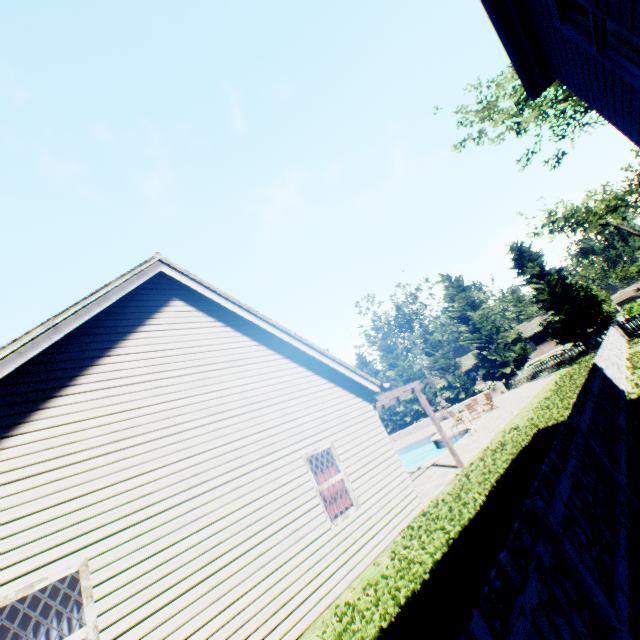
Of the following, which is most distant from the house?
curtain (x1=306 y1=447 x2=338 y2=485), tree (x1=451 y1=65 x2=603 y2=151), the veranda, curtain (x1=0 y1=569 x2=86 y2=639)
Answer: curtain (x1=0 y1=569 x2=86 y2=639)

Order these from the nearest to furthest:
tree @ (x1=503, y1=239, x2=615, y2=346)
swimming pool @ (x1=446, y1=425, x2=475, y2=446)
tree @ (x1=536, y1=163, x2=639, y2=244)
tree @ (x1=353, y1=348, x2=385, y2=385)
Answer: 1. swimming pool @ (x1=446, y1=425, x2=475, y2=446)
2. tree @ (x1=503, y1=239, x2=615, y2=346)
3. tree @ (x1=536, y1=163, x2=639, y2=244)
4. tree @ (x1=353, y1=348, x2=385, y2=385)

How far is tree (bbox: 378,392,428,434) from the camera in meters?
36.9

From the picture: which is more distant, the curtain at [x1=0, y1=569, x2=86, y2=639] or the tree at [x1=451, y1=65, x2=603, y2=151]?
the tree at [x1=451, y1=65, x2=603, y2=151]

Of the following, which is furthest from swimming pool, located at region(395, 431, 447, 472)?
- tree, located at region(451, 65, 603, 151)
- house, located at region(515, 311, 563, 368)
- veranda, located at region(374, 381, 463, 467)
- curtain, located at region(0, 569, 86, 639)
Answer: house, located at region(515, 311, 563, 368)

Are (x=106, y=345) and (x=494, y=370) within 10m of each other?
no

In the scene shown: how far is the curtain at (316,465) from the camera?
7.6 meters

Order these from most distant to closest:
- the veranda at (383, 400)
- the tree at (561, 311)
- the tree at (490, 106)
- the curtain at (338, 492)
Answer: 1. the tree at (561, 311)
2. the tree at (490, 106)
3. the veranda at (383, 400)
4. the curtain at (338, 492)
